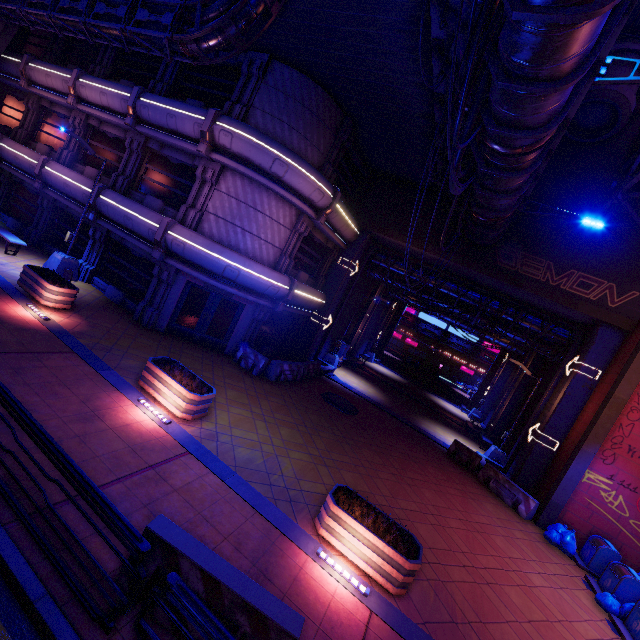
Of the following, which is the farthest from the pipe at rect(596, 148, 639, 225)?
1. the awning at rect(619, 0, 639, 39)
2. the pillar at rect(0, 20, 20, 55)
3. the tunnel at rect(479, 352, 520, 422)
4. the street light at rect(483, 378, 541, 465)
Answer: the tunnel at rect(479, 352, 520, 422)

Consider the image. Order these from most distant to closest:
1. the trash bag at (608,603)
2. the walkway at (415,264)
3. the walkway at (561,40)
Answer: the walkway at (415,264) < the trash bag at (608,603) < the walkway at (561,40)

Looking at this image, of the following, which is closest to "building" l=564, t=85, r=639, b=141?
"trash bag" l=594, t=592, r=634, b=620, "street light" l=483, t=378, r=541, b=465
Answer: "street light" l=483, t=378, r=541, b=465

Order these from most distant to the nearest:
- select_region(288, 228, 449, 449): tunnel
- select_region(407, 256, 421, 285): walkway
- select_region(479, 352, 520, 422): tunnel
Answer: select_region(479, 352, 520, 422): tunnel → select_region(407, 256, 421, 285): walkway → select_region(288, 228, 449, 449): tunnel

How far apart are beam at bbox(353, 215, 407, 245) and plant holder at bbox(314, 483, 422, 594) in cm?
1333

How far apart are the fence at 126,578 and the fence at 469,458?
14.2 meters

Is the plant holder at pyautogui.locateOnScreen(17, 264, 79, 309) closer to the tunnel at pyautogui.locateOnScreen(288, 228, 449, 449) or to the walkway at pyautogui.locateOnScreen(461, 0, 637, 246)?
the tunnel at pyautogui.locateOnScreen(288, 228, 449, 449)

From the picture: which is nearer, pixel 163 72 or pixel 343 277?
pixel 163 72
